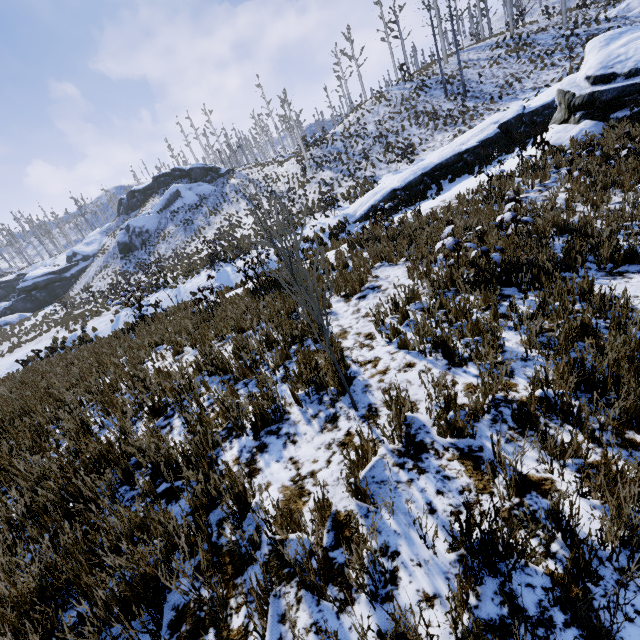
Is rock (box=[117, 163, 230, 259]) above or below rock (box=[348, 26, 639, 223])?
above

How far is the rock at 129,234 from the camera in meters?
39.8

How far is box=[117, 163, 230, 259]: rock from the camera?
39.8 meters

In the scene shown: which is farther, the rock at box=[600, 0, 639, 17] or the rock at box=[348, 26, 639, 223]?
the rock at box=[600, 0, 639, 17]

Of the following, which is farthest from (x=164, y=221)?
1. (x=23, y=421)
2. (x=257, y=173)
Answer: (x=23, y=421)

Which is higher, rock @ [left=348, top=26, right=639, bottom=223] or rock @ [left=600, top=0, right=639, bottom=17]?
rock @ [left=600, top=0, right=639, bottom=17]

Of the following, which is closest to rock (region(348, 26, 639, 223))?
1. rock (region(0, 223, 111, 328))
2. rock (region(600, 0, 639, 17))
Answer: rock (region(600, 0, 639, 17))

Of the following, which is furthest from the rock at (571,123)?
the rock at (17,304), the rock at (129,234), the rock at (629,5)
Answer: the rock at (17,304)
